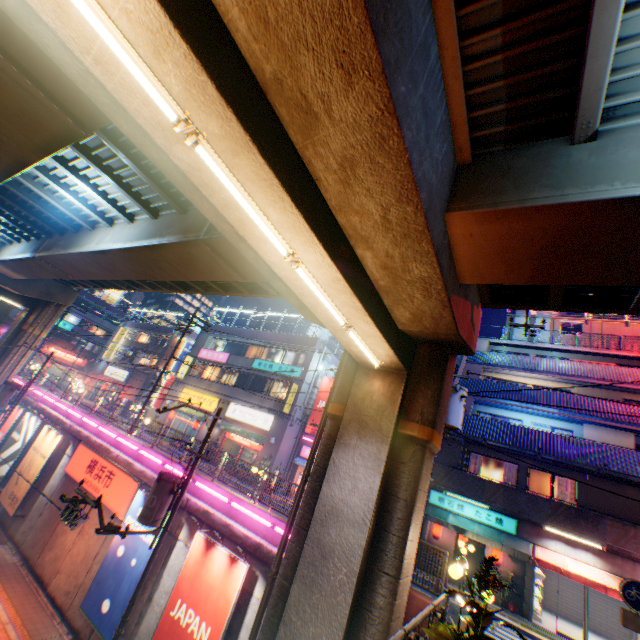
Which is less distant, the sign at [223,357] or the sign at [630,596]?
the sign at [630,596]

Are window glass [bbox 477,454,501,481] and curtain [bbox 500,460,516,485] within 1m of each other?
yes

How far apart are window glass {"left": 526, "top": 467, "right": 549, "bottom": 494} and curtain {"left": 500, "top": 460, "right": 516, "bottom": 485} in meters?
0.1 m

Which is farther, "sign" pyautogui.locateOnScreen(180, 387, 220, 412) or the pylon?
"sign" pyautogui.locateOnScreen(180, 387, 220, 412)

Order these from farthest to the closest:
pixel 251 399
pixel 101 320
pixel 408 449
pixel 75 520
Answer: pixel 101 320
pixel 251 399
pixel 75 520
pixel 408 449

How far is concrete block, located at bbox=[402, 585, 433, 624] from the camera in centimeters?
878cm

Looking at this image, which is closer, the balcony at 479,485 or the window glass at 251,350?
the balcony at 479,485

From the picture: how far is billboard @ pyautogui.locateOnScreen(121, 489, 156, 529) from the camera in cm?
1317
